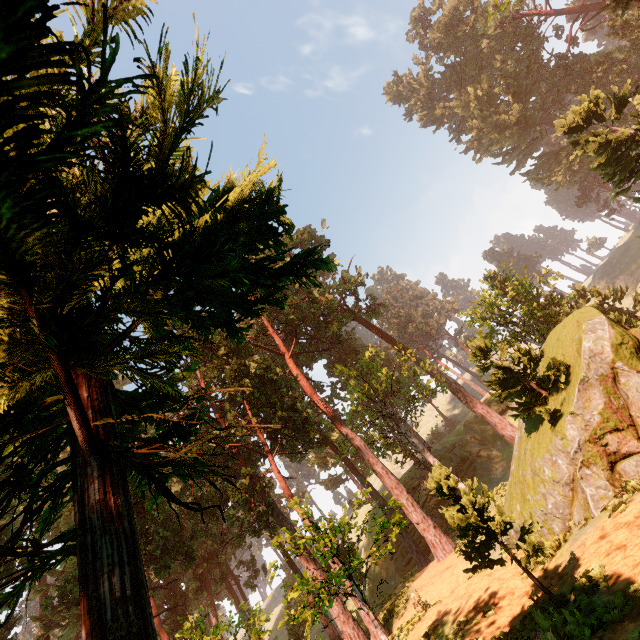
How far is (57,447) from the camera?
2.5 meters

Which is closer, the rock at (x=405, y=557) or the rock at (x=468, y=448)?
the rock at (x=405, y=557)

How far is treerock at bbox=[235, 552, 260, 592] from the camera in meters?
36.7

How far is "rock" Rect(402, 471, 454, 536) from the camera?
35.6m

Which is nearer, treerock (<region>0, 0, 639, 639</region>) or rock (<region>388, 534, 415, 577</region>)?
treerock (<region>0, 0, 639, 639</region>)

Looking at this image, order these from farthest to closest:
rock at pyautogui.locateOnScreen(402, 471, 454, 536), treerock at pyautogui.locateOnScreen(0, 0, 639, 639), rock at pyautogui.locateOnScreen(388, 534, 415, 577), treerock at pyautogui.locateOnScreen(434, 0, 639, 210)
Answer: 1. rock at pyautogui.locateOnScreen(402, 471, 454, 536)
2. rock at pyautogui.locateOnScreen(388, 534, 415, 577)
3. treerock at pyautogui.locateOnScreen(434, 0, 639, 210)
4. treerock at pyautogui.locateOnScreen(0, 0, 639, 639)

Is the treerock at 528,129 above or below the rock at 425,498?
above
